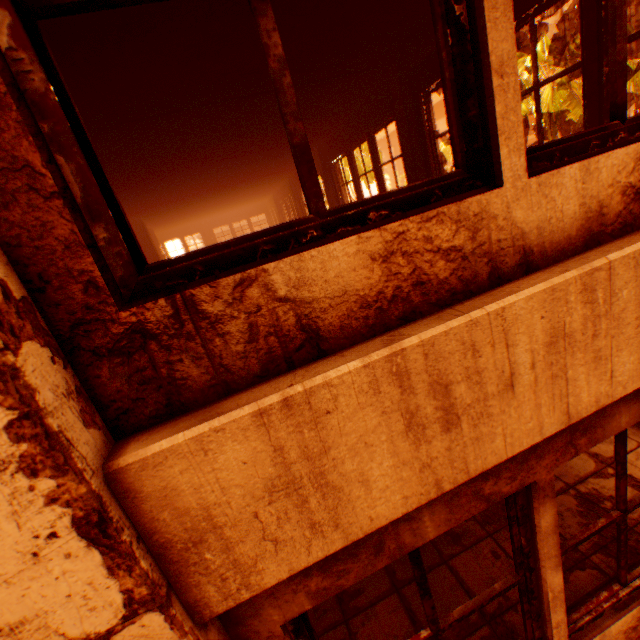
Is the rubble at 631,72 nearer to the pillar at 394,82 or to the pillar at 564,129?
the pillar at 394,82

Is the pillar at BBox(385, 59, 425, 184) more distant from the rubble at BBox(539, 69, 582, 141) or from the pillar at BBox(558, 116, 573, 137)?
the pillar at BBox(558, 116, 573, 137)

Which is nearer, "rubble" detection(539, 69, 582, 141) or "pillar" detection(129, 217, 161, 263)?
"rubble" detection(539, 69, 582, 141)

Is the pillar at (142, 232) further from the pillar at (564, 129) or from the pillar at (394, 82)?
the pillar at (564, 129)

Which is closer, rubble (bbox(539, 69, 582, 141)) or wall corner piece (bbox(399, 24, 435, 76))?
wall corner piece (bbox(399, 24, 435, 76))

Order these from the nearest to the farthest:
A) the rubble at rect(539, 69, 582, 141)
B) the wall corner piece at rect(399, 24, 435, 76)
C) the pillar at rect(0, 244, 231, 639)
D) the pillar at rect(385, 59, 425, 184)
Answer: the pillar at rect(0, 244, 231, 639)
the wall corner piece at rect(399, 24, 435, 76)
the pillar at rect(385, 59, 425, 184)
the rubble at rect(539, 69, 582, 141)

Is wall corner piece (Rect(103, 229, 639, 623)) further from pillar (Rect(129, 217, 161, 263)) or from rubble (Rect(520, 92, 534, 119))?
pillar (Rect(129, 217, 161, 263))

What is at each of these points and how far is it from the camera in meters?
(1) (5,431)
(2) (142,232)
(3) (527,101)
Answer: (1) pillar, 0.7 m
(2) pillar, 13.8 m
(3) rubble, 13.5 m
